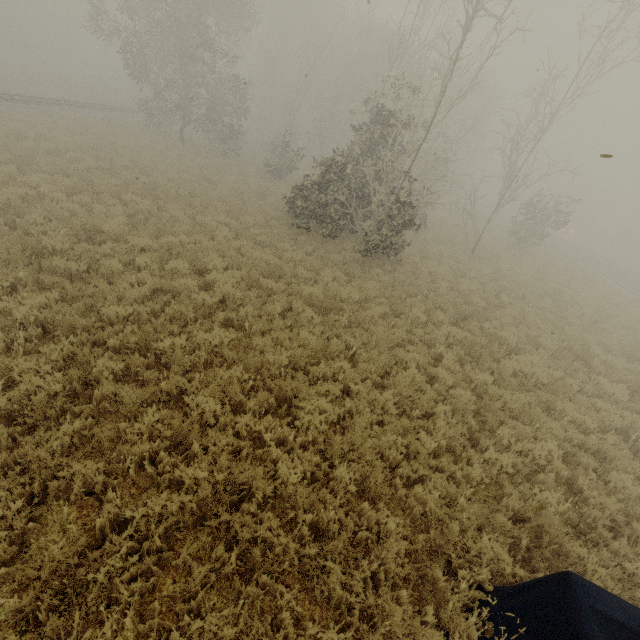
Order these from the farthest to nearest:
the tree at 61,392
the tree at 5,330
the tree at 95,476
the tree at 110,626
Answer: the tree at 5,330
the tree at 61,392
the tree at 95,476
the tree at 110,626

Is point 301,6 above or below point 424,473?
above

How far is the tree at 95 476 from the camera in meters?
4.0

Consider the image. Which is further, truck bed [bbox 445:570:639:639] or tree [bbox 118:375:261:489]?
tree [bbox 118:375:261:489]

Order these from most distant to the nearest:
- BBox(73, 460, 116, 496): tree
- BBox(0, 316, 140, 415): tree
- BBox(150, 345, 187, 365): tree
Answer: BBox(150, 345, 187, 365): tree → BBox(0, 316, 140, 415): tree → BBox(73, 460, 116, 496): tree

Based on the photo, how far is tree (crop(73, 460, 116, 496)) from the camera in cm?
404
